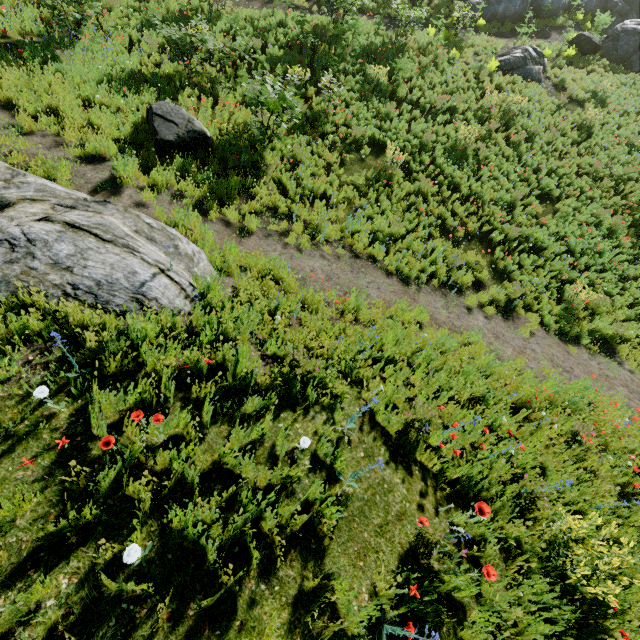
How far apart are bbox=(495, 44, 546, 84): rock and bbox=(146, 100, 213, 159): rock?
15.4 meters

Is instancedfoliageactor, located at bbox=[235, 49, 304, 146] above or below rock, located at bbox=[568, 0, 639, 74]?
below

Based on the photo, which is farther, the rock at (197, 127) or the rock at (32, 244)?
the rock at (197, 127)

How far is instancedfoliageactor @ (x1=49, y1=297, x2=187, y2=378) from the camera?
3.1 meters

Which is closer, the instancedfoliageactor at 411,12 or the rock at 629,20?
the instancedfoliageactor at 411,12

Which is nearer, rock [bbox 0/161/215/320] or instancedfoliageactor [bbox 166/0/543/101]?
rock [bbox 0/161/215/320]

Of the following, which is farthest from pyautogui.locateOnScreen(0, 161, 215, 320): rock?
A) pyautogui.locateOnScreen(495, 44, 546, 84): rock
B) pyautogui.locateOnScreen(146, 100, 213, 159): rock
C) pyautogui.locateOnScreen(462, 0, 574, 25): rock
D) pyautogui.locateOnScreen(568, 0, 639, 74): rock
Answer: pyautogui.locateOnScreen(568, 0, 639, 74): rock

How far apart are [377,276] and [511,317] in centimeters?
383cm
